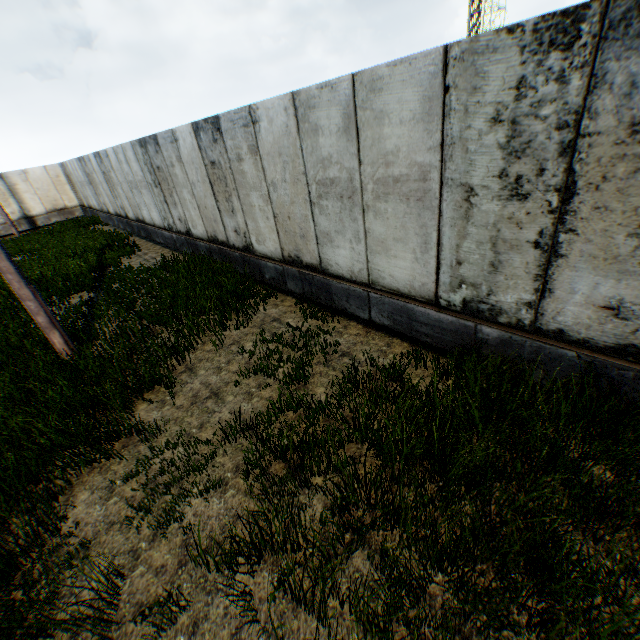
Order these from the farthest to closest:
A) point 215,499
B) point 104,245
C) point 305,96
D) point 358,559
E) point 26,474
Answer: point 104,245 < point 305,96 < point 26,474 < point 215,499 < point 358,559
